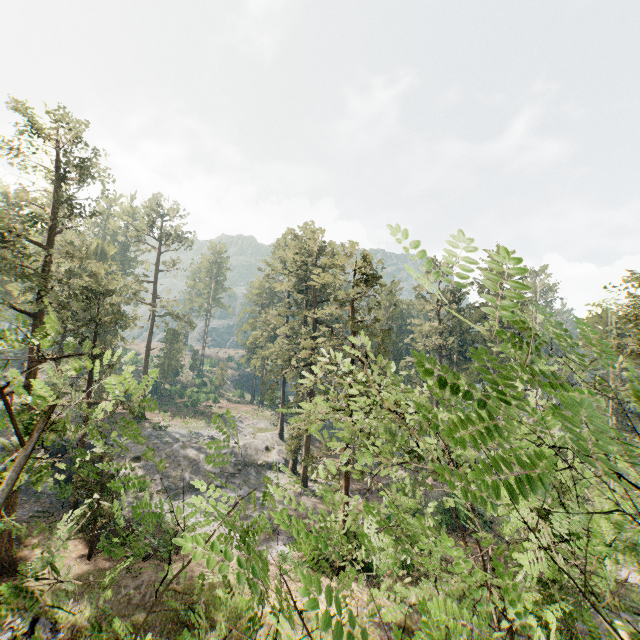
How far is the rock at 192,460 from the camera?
33.0 meters

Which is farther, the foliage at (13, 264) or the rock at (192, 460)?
the rock at (192, 460)

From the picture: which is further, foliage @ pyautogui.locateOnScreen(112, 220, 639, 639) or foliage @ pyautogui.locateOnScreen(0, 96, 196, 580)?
foliage @ pyautogui.locateOnScreen(0, 96, 196, 580)

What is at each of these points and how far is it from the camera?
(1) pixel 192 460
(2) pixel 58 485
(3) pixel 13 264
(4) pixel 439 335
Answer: (1) rock, 37.1m
(2) rock, 31.2m
(3) foliage, 47.3m
(4) foliage, 45.6m

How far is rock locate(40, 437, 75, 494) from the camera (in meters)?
28.73

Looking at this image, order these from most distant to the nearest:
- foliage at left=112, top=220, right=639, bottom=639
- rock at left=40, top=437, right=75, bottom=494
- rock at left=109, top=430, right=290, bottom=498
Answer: rock at left=109, top=430, right=290, bottom=498, rock at left=40, top=437, right=75, bottom=494, foliage at left=112, top=220, right=639, bottom=639

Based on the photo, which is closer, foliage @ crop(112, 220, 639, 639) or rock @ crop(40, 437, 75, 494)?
foliage @ crop(112, 220, 639, 639)
